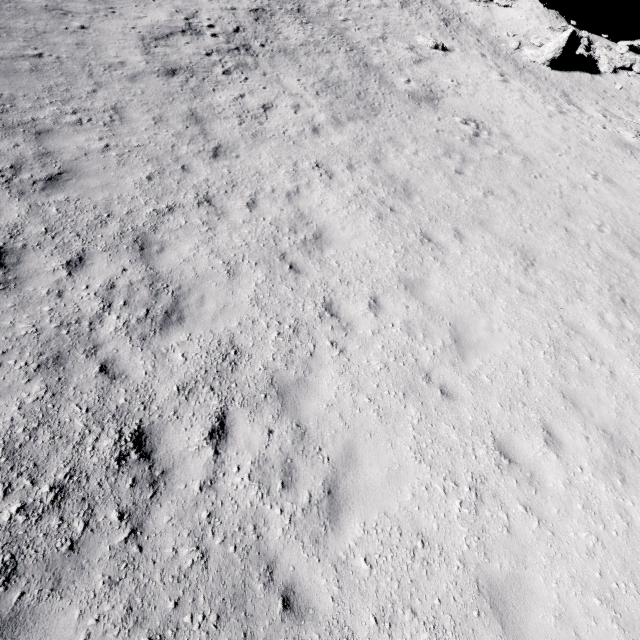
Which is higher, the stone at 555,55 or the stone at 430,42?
the stone at 555,55

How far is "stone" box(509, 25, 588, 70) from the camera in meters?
23.7

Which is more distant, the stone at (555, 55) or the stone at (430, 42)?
the stone at (555, 55)

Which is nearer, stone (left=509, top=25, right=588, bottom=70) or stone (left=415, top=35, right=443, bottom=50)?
stone (left=415, top=35, right=443, bottom=50)

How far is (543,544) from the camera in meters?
4.9

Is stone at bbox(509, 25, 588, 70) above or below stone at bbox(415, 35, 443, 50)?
above

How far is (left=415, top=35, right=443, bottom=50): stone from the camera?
21.94m
